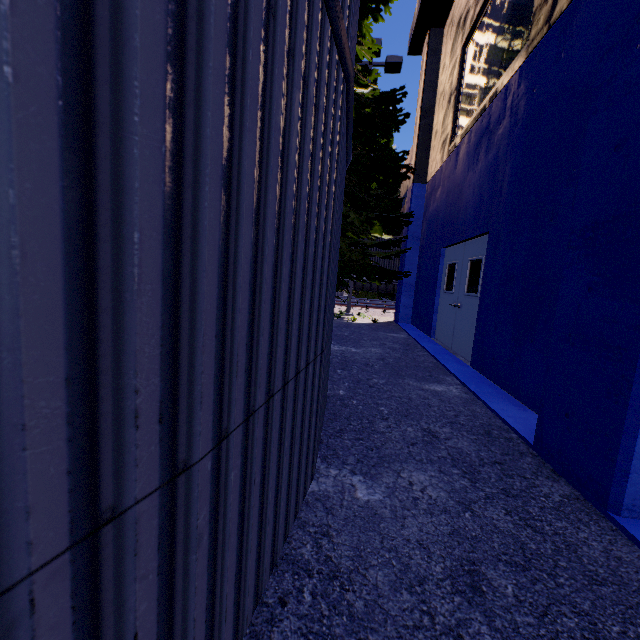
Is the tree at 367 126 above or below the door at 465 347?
above

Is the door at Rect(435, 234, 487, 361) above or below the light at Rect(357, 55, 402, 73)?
below

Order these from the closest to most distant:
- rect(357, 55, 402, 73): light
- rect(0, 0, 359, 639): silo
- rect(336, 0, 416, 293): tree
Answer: rect(0, 0, 359, 639): silo, rect(336, 0, 416, 293): tree, rect(357, 55, 402, 73): light

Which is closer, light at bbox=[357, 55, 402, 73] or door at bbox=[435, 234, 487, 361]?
door at bbox=[435, 234, 487, 361]

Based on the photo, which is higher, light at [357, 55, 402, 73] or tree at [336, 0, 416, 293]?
light at [357, 55, 402, 73]

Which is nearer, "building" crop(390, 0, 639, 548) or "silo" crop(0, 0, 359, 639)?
"silo" crop(0, 0, 359, 639)

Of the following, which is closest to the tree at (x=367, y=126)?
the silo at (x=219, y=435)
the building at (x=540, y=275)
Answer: the silo at (x=219, y=435)

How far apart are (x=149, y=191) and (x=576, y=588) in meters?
2.5
